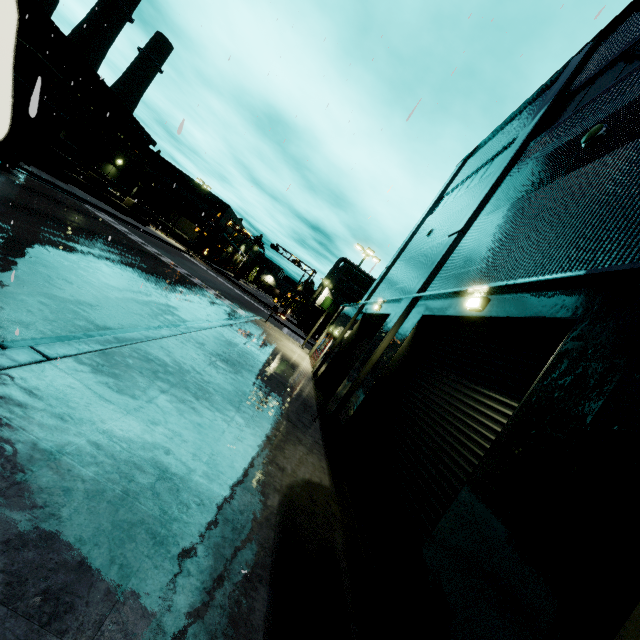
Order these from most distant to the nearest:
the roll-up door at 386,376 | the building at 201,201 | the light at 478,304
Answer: the building at 201,201, the light at 478,304, the roll-up door at 386,376

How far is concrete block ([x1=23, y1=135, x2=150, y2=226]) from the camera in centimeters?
2302cm

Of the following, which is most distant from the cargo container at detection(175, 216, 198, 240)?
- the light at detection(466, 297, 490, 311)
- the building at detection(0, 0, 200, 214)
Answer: the light at detection(466, 297, 490, 311)

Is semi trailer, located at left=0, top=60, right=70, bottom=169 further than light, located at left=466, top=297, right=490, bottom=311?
No

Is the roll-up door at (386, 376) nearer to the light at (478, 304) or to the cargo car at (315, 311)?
the light at (478, 304)

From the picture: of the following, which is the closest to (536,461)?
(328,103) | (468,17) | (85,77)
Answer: (328,103)

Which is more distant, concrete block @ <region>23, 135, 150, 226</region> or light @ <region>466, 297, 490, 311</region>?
concrete block @ <region>23, 135, 150, 226</region>

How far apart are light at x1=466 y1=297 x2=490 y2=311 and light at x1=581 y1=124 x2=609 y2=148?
3.7 meters
